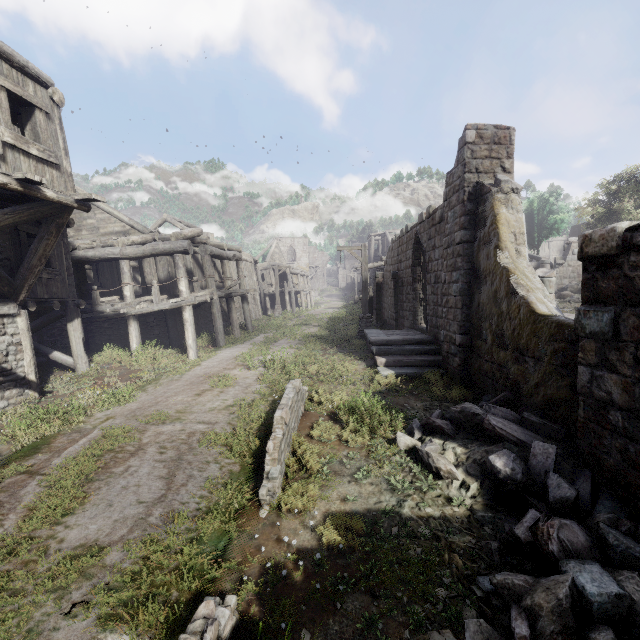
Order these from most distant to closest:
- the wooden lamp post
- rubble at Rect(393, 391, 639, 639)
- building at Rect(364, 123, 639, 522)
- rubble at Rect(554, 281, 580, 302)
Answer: rubble at Rect(554, 281, 580, 302)
the wooden lamp post
building at Rect(364, 123, 639, 522)
rubble at Rect(393, 391, 639, 639)

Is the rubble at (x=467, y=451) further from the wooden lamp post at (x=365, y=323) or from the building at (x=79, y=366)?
the wooden lamp post at (x=365, y=323)

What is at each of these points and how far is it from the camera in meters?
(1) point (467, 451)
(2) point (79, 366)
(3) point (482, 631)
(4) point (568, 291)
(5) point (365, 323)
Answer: →
(1) rubble, 5.5 m
(2) building, 11.6 m
(3) rubble, 3.0 m
(4) rubble, 20.2 m
(5) wooden lamp post, 16.3 m

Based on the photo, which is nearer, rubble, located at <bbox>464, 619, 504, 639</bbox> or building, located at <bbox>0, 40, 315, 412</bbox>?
rubble, located at <bbox>464, 619, 504, 639</bbox>

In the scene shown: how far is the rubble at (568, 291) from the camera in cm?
1906

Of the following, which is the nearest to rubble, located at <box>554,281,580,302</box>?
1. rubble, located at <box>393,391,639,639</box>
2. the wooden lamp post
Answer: the wooden lamp post

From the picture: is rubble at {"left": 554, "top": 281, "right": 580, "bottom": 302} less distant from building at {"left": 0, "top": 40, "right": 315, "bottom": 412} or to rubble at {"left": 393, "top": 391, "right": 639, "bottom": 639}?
building at {"left": 0, "top": 40, "right": 315, "bottom": 412}
